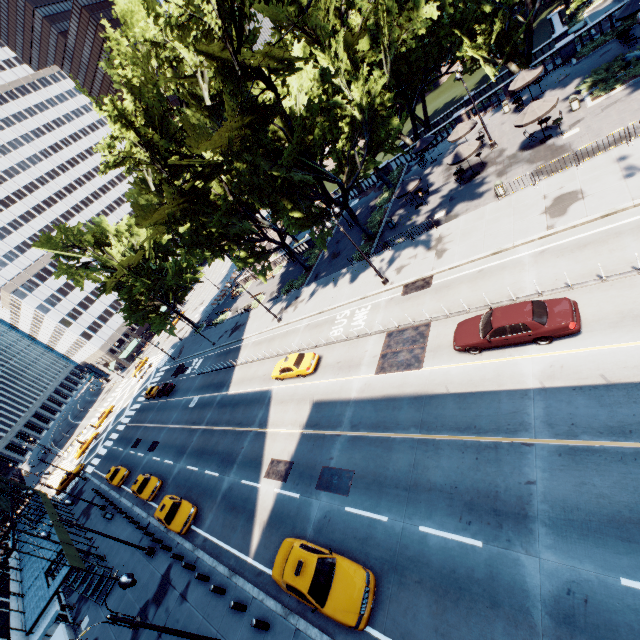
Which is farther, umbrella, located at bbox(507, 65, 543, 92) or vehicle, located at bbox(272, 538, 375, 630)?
umbrella, located at bbox(507, 65, 543, 92)

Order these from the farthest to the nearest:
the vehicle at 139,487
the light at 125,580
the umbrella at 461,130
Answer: the umbrella at 461,130 < the vehicle at 139,487 < the light at 125,580

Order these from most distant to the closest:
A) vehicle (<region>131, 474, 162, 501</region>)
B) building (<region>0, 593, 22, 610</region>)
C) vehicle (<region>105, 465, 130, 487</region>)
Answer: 1. vehicle (<region>105, 465, 130, 487</region>)
2. vehicle (<region>131, 474, 162, 501</region>)
3. building (<region>0, 593, 22, 610</region>)

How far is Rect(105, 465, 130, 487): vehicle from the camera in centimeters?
3578cm

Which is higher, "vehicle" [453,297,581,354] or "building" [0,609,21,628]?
"building" [0,609,21,628]

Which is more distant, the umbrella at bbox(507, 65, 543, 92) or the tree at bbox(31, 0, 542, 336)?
the umbrella at bbox(507, 65, 543, 92)

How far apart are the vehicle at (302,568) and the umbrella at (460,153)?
28.4m

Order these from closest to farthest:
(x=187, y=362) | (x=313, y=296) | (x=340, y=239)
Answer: (x=313, y=296) → (x=340, y=239) → (x=187, y=362)
